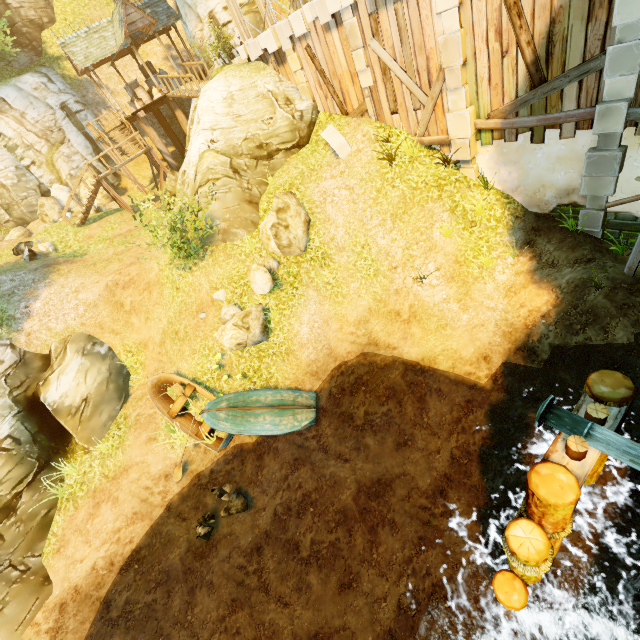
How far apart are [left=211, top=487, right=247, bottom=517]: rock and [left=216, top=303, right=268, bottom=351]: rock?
4.21m

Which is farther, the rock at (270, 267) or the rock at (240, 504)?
the rock at (270, 267)

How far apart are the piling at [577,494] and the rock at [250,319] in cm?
832

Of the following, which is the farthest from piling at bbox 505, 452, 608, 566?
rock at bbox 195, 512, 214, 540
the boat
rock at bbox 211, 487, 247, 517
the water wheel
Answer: rock at bbox 195, 512, 214, 540

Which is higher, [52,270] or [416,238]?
[52,270]

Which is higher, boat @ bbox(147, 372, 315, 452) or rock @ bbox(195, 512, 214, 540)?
boat @ bbox(147, 372, 315, 452)

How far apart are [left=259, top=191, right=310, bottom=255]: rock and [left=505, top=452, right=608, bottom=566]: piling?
8.8 meters

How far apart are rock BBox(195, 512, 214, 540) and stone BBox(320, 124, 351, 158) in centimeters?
1253cm
